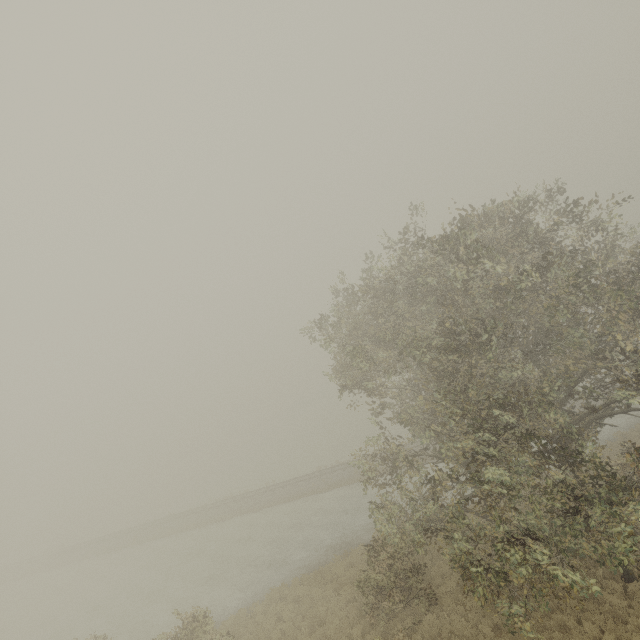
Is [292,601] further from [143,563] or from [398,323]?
[143,563]
